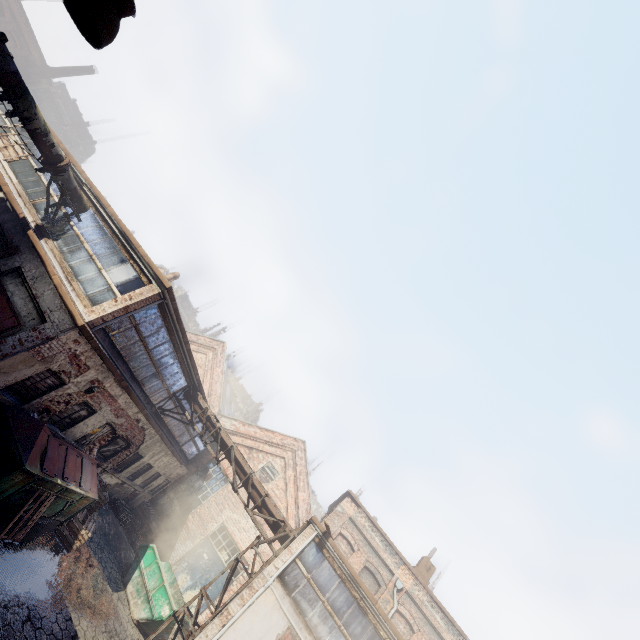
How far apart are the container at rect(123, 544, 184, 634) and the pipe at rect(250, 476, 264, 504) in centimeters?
442cm

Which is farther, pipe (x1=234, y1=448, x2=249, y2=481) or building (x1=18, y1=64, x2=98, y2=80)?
building (x1=18, y1=64, x2=98, y2=80)

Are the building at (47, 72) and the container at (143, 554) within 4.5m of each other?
no

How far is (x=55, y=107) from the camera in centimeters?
3978cm

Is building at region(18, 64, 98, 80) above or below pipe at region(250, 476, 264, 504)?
above

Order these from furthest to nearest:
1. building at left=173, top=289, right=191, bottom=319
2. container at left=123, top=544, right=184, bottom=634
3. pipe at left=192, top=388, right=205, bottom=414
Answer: building at left=173, top=289, right=191, bottom=319 < pipe at left=192, top=388, right=205, bottom=414 < container at left=123, top=544, right=184, bottom=634

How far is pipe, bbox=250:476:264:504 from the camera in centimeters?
1276cm

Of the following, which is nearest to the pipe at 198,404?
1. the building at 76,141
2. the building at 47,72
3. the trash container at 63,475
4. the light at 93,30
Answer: the trash container at 63,475
